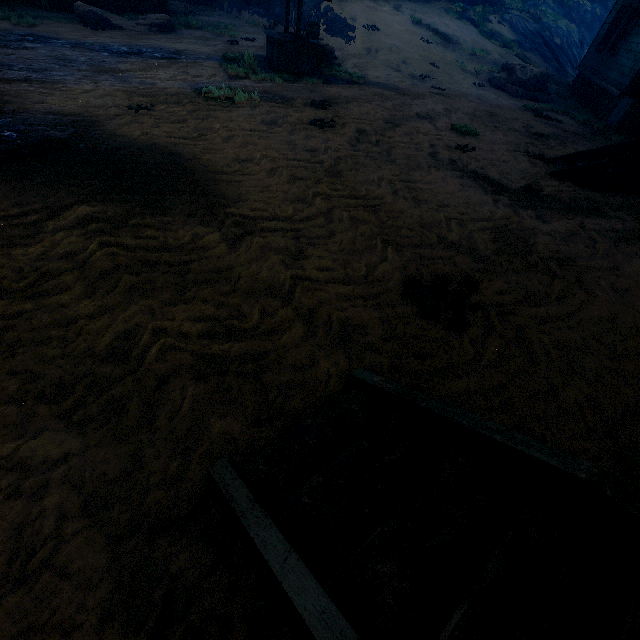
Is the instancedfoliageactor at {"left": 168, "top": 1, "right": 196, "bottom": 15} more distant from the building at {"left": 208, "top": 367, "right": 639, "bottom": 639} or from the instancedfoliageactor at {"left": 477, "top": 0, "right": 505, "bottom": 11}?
the instancedfoliageactor at {"left": 477, "top": 0, "right": 505, "bottom": 11}

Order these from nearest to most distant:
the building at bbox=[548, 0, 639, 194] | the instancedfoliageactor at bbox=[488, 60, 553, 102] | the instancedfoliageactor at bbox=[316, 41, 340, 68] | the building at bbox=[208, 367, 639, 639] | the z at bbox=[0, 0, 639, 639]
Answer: the building at bbox=[208, 367, 639, 639]
the z at bbox=[0, 0, 639, 639]
the building at bbox=[548, 0, 639, 194]
the instancedfoliageactor at bbox=[316, 41, 340, 68]
the instancedfoliageactor at bbox=[488, 60, 553, 102]

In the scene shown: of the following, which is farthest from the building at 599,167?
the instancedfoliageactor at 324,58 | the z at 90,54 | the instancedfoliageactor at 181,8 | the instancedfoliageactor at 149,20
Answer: the instancedfoliageactor at 324,58

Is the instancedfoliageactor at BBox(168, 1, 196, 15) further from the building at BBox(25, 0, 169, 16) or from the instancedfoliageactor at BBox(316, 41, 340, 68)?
the instancedfoliageactor at BBox(316, 41, 340, 68)

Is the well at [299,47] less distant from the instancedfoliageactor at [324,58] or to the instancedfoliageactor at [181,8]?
the instancedfoliageactor at [324,58]

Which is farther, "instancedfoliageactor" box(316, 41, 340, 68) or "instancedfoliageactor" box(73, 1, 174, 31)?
"instancedfoliageactor" box(316, 41, 340, 68)

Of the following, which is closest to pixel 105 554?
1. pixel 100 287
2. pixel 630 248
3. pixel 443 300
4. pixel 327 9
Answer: pixel 100 287
